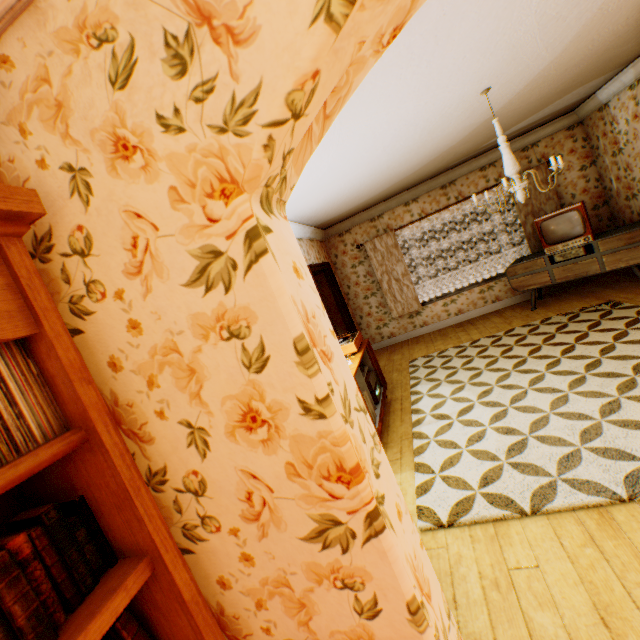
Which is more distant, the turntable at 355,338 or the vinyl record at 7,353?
the turntable at 355,338

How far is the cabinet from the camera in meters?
3.6

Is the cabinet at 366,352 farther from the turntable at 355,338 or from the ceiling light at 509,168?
the ceiling light at 509,168

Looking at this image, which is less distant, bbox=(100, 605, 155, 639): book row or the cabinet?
bbox=(100, 605, 155, 639): book row

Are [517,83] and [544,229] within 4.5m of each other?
yes

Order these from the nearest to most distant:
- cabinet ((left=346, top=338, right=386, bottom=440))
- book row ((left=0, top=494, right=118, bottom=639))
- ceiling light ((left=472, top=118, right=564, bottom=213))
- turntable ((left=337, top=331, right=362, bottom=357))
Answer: book row ((left=0, top=494, right=118, bottom=639)), ceiling light ((left=472, top=118, right=564, bottom=213)), cabinet ((left=346, top=338, right=386, bottom=440)), turntable ((left=337, top=331, right=362, bottom=357))

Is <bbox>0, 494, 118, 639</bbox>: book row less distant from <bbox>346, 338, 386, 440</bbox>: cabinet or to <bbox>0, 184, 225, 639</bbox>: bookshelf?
<bbox>0, 184, 225, 639</bbox>: bookshelf

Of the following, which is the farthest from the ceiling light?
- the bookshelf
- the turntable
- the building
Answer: the bookshelf
